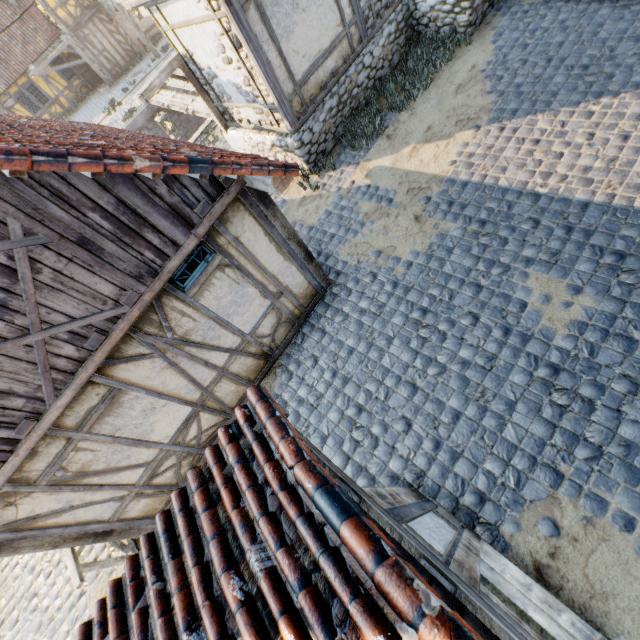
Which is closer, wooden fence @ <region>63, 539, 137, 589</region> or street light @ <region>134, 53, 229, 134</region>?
wooden fence @ <region>63, 539, 137, 589</region>

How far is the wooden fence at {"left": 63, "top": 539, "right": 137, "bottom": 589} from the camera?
4.7m

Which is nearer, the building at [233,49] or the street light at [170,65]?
the building at [233,49]

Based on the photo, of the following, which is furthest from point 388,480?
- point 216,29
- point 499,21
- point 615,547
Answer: point 499,21

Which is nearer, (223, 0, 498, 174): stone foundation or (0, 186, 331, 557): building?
(0, 186, 331, 557): building

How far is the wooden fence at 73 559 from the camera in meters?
4.7 m

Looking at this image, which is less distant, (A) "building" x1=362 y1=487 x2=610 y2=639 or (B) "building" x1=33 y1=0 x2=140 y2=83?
(A) "building" x1=362 y1=487 x2=610 y2=639

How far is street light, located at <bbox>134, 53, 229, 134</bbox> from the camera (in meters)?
7.66
